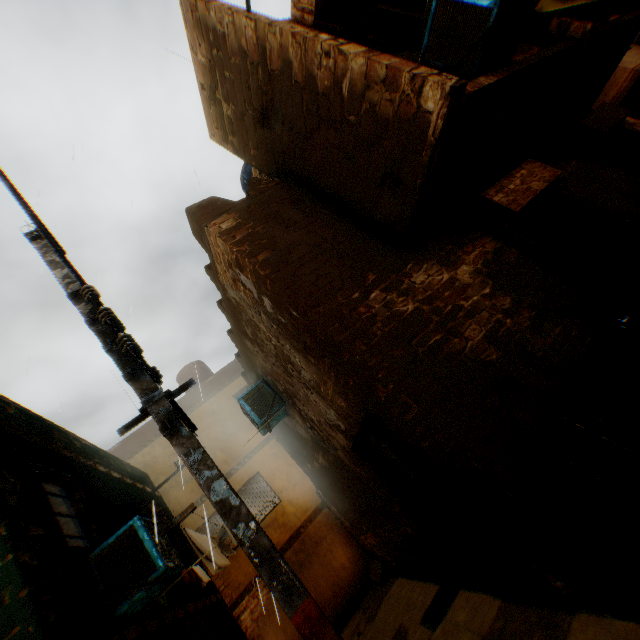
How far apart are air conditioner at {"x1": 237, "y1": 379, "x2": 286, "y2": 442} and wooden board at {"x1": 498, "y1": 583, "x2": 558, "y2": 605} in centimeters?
357cm

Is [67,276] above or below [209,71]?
below

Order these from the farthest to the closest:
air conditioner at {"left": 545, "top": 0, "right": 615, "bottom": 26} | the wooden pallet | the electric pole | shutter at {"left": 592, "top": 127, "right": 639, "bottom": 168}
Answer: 1. shutter at {"left": 592, "top": 127, "right": 639, "bottom": 168}
2. air conditioner at {"left": 545, "top": 0, "right": 615, "bottom": 26}
3. the wooden pallet
4. the electric pole

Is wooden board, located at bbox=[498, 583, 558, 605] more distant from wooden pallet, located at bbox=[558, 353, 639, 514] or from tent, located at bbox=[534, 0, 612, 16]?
tent, located at bbox=[534, 0, 612, 16]

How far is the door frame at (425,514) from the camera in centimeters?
319cm

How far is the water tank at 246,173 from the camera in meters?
9.2

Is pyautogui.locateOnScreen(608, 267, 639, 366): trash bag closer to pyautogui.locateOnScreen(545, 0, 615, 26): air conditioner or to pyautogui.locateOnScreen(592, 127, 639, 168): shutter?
pyautogui.locateOnScreen(592, 127, 639, 168): shutter

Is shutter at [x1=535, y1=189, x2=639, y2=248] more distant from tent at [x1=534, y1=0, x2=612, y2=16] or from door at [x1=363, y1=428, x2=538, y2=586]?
door at [x1=363, y1=428, x2=538, y2=586]
